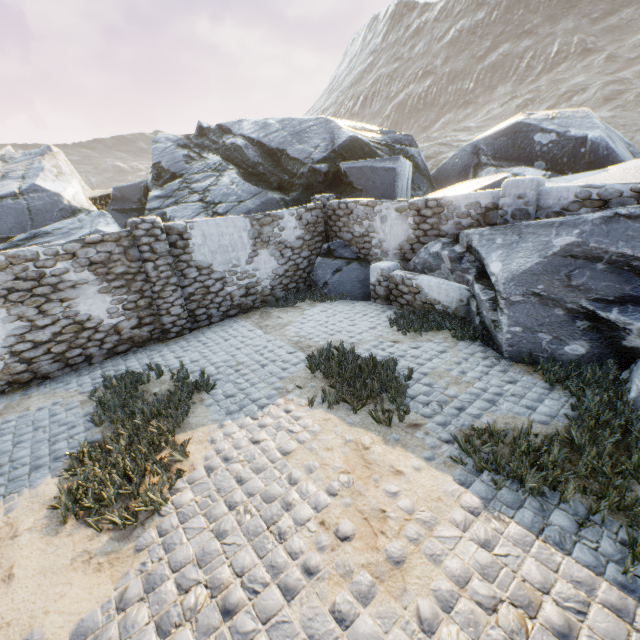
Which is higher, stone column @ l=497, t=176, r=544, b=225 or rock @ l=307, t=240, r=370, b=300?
stone column @ l=497, t=176, r=544, b=225

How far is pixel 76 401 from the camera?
6.51m

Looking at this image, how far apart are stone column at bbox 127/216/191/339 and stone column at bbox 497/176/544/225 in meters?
8.2

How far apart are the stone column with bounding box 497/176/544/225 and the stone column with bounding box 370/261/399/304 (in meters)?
2.78

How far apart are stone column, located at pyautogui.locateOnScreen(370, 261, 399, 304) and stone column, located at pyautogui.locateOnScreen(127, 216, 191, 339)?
5.50m

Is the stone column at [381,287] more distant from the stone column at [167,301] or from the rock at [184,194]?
the stone column at [167,301]

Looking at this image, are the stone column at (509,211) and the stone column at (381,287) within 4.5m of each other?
yes

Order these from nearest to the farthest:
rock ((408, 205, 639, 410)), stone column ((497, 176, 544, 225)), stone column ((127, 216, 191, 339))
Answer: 1. rock ((408, 205, 639, 410))
2. stone column ((497, 176, 544, 225))
3. stone column ((127, 216, 191, 339))
